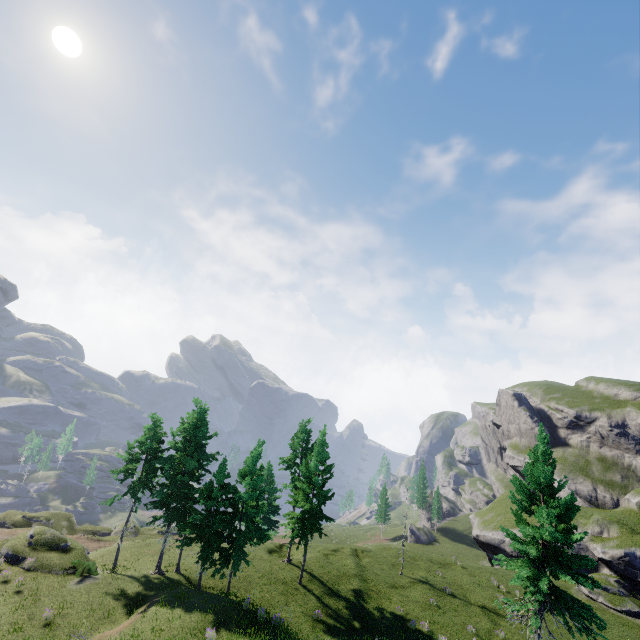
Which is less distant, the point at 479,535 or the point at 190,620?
the point at 190,620
